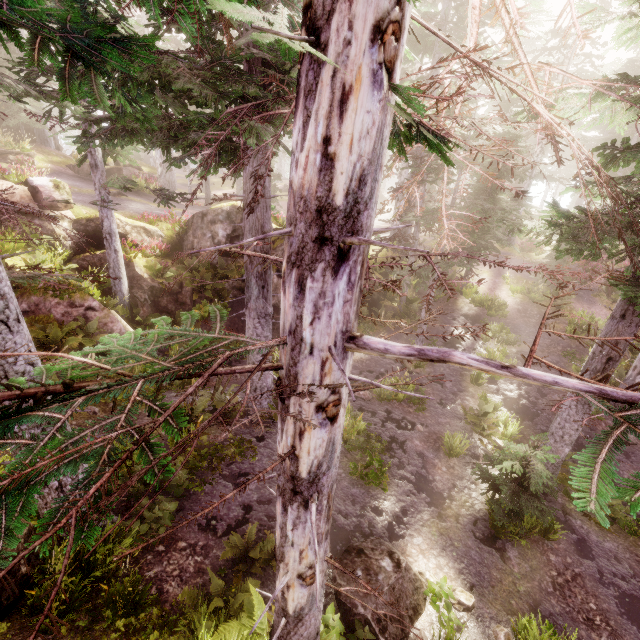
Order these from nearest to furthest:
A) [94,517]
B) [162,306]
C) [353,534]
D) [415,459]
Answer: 1. [94,517]
2. [353,534]
3. [415,459]
4. [162,306]

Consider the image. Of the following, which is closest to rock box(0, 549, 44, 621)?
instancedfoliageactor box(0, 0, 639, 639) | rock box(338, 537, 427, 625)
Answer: instancedfoliageactor box(0, 0, 639, 639)

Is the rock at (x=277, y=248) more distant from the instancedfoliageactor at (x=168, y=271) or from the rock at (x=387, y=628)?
the rock at (x=387, y=628)

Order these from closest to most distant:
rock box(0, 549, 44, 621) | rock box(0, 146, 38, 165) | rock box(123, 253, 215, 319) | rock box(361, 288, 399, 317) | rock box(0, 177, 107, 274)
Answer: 1. rock box(0, 549, 44, 621)
2. rock box(0, 177, 107, 274)
3. rock box(123, 253, 215, 319)
4. rock box(361, 288, 399, 317)
5. rock box(0, 146, 38, 165)

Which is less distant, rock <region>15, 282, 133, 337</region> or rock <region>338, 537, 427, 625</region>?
rock <region>338, 537, 427, 625</region>

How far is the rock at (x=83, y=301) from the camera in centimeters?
1121cm

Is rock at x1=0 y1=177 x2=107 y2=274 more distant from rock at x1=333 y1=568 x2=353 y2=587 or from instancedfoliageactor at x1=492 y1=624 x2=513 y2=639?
rock at x1=333 y1=568 x2=353 y2=587
